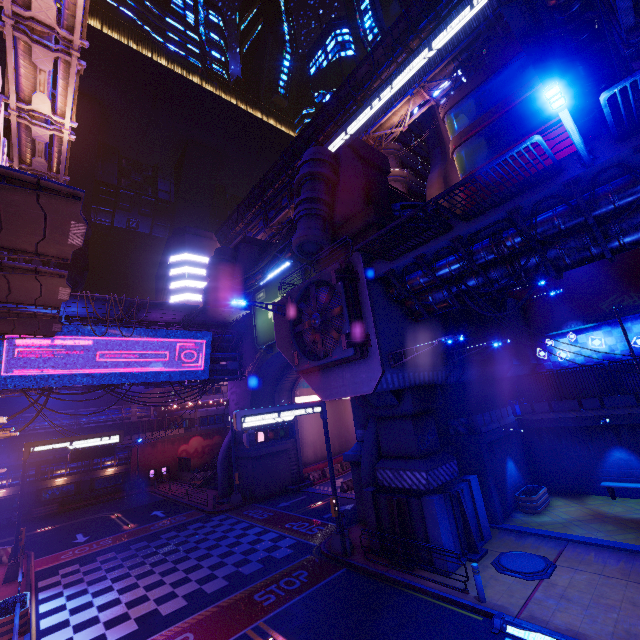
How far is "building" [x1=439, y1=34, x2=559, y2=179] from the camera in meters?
28.4

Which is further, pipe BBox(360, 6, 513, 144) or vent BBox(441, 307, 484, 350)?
pipe BBox(360, 6, 513, 144)

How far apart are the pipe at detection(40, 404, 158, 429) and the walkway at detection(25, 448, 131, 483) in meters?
2.8 m

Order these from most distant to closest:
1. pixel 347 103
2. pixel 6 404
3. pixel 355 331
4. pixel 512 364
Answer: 1. pixel 6 404
2. pixel 347 103
3. pixel 512 364
4. pixel 355 331

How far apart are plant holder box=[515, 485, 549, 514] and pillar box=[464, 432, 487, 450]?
3.0m

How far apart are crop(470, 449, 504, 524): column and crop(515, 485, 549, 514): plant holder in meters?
1.5

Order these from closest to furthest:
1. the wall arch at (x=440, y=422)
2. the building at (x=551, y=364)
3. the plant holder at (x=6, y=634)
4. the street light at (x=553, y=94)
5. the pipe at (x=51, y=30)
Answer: the street light at (x=553, y=94)
the plant holder at (x=6, y=634)
the pipe at (x=51, y=30)
the wall arch at (x=440, y=422)
the building at (x=551, y=364)

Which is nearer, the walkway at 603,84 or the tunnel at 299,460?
the walkway at 603,84
